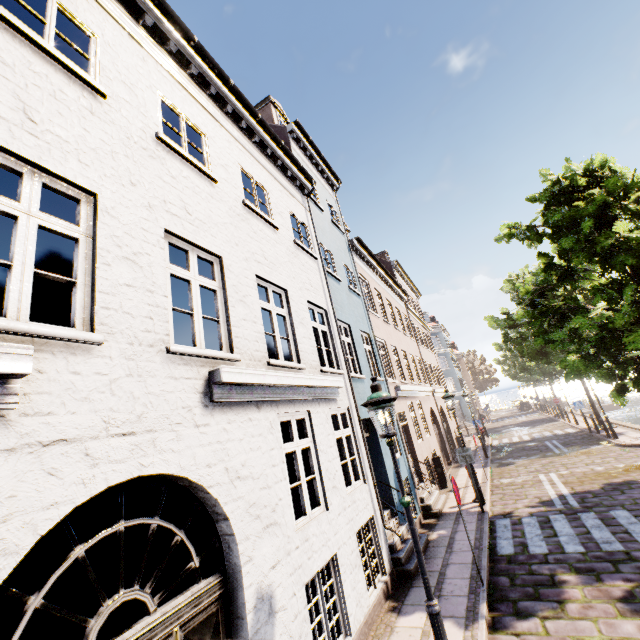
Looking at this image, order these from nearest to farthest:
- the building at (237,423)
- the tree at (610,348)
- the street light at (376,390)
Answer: the building at (237,423) → the street light at (376,390) → the tree at (610,348)

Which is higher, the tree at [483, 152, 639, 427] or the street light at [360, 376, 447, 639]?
the tree at [483, 152, 639, 427]

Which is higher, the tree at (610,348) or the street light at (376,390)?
the tree at (610,348)

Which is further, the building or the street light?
the street light

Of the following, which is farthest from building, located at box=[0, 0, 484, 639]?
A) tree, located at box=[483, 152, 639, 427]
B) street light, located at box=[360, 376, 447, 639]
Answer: street light, located at box=[360, 376, 447, 639]

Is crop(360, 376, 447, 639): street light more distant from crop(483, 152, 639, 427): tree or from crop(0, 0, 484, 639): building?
crop(0, 0, 484, 639): building

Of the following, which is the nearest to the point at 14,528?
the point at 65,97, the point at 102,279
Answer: the point at 102,279

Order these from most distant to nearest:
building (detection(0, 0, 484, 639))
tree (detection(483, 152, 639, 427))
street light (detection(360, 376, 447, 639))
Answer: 1. tree (detection(483, 152, 639, 427))
2. street light (detection(360, 376, 447, 639))
3. building (detection(0, 0, 484, 639))
